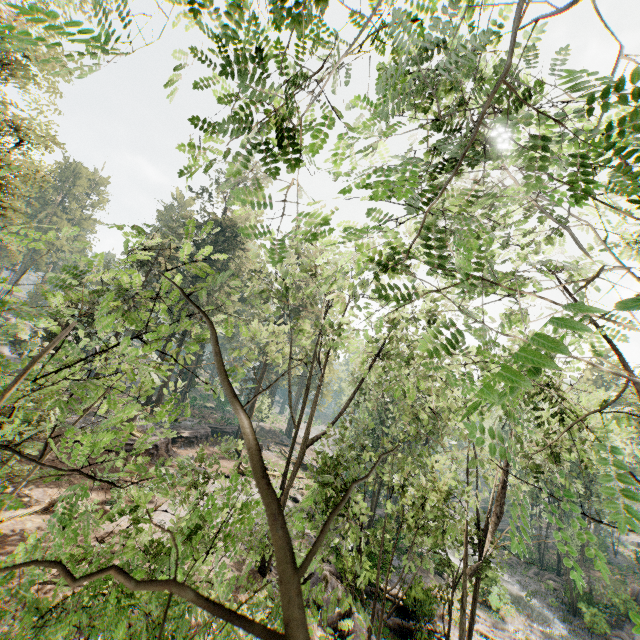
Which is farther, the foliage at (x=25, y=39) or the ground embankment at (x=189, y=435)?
the ground embankment at (x=189, y=435)

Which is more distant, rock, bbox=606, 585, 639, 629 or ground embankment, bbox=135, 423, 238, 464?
rock, bbox=606, 585, 639, 629

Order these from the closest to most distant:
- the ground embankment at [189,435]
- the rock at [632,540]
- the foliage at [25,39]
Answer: the foliage at [25,39] < the ground embankment at [189,435] < the rock at [632,540]

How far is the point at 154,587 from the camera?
0.48m

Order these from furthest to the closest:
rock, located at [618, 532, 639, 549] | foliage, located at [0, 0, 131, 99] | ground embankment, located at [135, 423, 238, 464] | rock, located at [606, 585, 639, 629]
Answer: rock, located at [618, 532, 639, 549], rock, located at [606, 585, 639, 629], ground embankment, located at [135, 423, 238, 464], foliage, located at [0, 0, 131, 99]

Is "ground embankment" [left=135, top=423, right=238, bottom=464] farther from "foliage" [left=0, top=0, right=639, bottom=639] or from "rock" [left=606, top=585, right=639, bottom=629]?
"rock" [left=606, top=585, right=639, bottom=629]

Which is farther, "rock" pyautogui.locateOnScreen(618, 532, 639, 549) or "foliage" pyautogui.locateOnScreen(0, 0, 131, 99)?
"rock" pyautogui.locateOnScreen(618, 532, 639, 549)

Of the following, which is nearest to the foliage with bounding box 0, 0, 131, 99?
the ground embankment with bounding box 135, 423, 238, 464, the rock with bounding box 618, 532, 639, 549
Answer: the ground embankment with bounding box 135, 423, 238, 464
